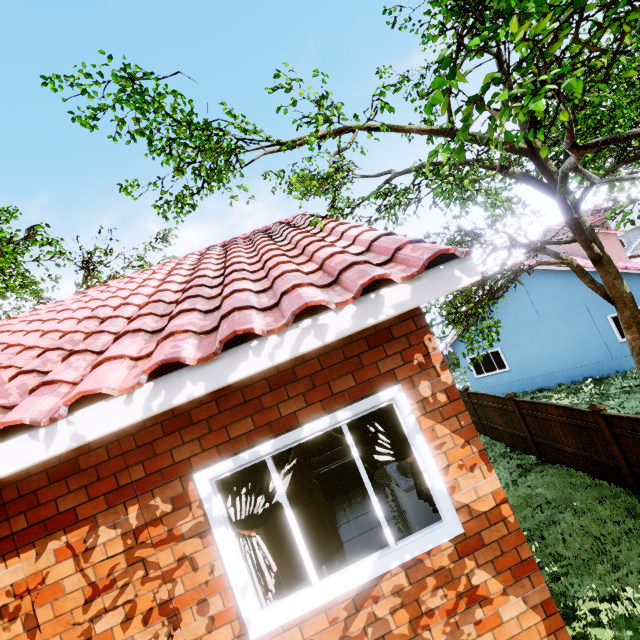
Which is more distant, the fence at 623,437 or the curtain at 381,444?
the fence at 623,437

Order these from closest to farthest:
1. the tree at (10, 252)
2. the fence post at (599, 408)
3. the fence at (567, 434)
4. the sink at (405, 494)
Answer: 1. the sink at (405, 494)
2. the fence post at (599, 408)
3. the fence at (567, 434)
4. the tree at (10, 252)

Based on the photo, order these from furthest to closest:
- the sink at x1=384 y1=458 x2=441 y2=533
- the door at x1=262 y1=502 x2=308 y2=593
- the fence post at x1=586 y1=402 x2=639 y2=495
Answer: the fence post at x1=586 y1=402 x2=639 y2=495
the door at x1=262 y1=502 x2=308 y2=593
the sink at x1=384 y1=458 x2=441 y2=533

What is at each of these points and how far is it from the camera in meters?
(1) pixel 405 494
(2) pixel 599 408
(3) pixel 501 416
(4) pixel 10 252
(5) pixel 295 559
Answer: (1) sink, 3.6 m
(2) fence post, 8.1 m
(3) fence, 12.8 m
(4) tree, 12.9 m
(5) door, 4.2 m

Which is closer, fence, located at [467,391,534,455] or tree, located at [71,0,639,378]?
tree, located at [71,0,639,378]

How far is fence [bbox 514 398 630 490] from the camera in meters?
8.5

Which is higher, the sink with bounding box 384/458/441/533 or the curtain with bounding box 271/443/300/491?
the curtain with bounding box 271/443/300/491

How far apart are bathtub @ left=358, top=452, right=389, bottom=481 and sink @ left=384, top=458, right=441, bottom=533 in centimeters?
188cm
